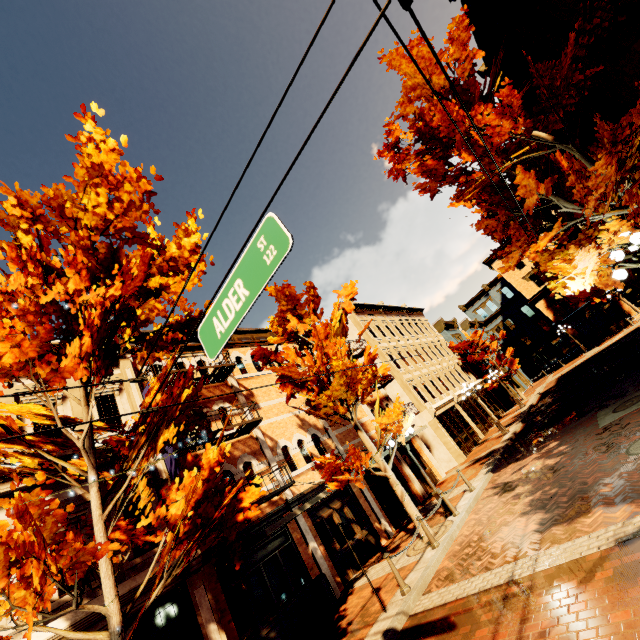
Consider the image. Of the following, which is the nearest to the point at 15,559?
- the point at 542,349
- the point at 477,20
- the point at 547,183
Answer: the point at 547,183

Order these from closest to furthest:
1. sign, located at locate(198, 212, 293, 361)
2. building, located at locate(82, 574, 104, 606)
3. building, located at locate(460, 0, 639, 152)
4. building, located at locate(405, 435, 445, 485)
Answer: sign, located at locate(198, 212, 293, 361) < building, located at locate(82, 574, 104, 606) < building, located at locate(460, 0, 639, 152) < building, located at locate(405, 435, 445, 485)

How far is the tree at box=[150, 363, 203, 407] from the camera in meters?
6.5 m

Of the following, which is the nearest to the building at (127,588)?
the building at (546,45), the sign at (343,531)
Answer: the sign at (343,531)

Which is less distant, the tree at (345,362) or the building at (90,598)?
the building at (90,598)

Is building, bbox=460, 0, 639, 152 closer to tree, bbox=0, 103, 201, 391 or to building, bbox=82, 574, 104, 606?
tree, bbox=0, 103, 201, 391

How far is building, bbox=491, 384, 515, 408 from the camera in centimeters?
3209cm

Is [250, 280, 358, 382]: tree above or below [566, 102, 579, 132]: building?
below
